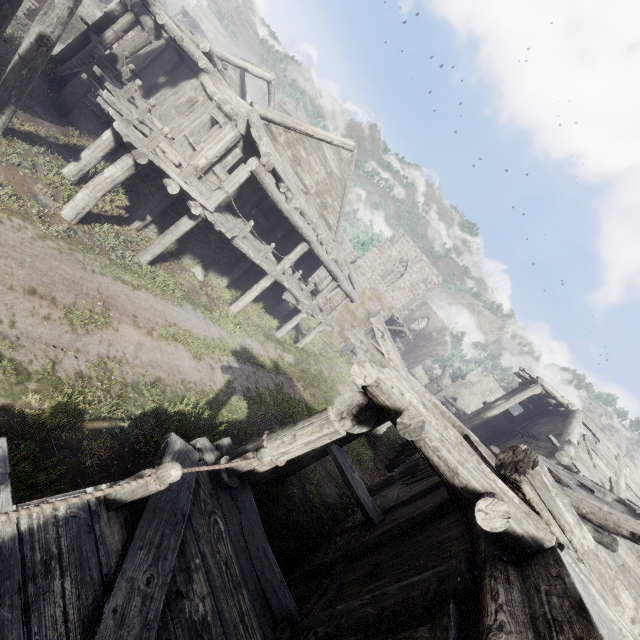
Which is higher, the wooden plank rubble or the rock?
the wooden plank rubble

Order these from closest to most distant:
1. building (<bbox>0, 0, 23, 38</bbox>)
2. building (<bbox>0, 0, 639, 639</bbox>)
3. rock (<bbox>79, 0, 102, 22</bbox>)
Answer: building (<bbox>0, 0, 639, 639</bbox>) → building (<bbox>0, 0, 23, 38</bbox>) → rock (<bbox>79, 0, 102, 22</bbox>)

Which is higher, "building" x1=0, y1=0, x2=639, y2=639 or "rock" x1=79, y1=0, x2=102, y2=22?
"building" x1=0, y1=0, x2=639, y2=639

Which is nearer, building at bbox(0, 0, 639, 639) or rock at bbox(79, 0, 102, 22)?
building at bbox(0, 0, 639, 639)

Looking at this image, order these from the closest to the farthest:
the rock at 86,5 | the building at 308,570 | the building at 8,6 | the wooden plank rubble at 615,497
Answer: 1. the building at 308,570
2. the wooden plank rubble at 615,497
3. the building at 8,6
4. the rock at 86,5

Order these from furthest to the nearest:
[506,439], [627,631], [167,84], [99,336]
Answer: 1. [506,439]
2. [167,84]
3. [99,336]
4. [627,631]

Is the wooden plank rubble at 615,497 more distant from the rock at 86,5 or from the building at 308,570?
the rock at 86,5

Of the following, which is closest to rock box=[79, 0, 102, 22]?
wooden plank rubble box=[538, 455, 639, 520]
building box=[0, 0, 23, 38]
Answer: building box=[0, 0, 23, 38]
